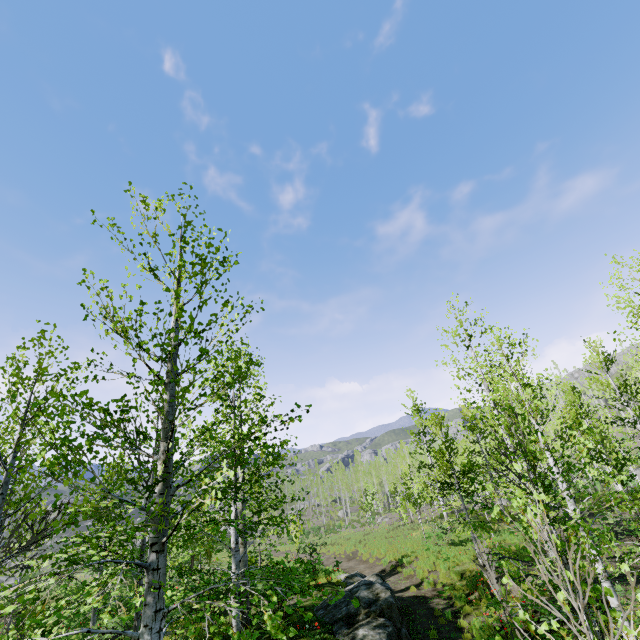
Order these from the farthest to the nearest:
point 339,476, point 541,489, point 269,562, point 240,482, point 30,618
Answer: point 339,476 → point 541,489 → point 269,562 → point 240,482 → point 30,618

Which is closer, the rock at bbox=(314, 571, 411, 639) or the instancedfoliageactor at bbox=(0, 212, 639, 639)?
the instancedfoliageactor at bbox=(0, 212, 639, 639)

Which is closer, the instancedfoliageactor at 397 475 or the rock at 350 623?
the instancedfoliageactor at 397 475

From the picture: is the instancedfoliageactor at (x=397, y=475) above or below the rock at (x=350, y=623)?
above

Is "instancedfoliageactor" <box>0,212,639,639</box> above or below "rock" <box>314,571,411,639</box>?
above
